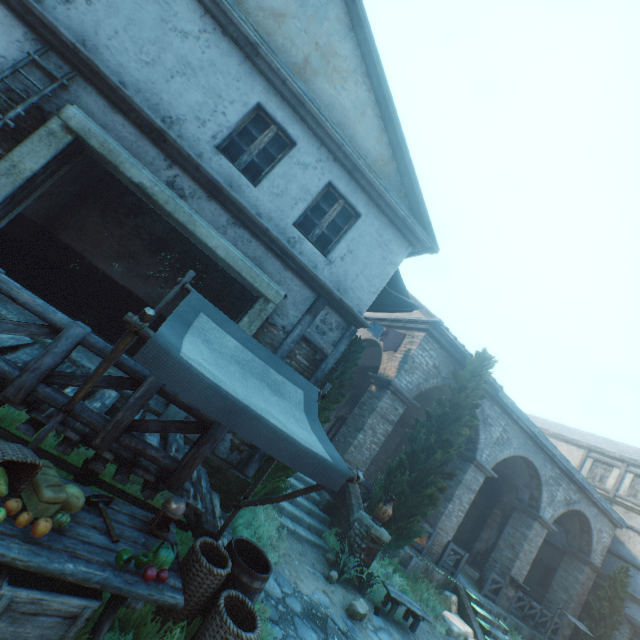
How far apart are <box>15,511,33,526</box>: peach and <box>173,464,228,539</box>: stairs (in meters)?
1.72

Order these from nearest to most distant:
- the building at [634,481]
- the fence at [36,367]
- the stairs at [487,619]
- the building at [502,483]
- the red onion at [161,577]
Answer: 1. the red onion at [161,577]
2. the fence at [36,367]
3. the stairs at [487,619]
4. the building at [502,483]
5. the building at [634,481]

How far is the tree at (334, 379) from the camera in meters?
7.2

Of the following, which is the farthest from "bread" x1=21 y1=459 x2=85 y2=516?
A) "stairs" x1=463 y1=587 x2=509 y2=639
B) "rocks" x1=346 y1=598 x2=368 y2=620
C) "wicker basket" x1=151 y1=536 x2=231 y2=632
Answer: "stairs" x1=463 y1=587 x2=509 y2=639

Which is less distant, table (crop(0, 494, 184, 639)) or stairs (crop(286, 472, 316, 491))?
table (crop(0, 494, 184, 639))

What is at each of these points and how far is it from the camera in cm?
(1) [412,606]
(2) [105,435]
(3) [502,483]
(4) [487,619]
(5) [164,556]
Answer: (1) table, 762
(2) fence, 369
(3) building, 1989
(4) stairs, 1102
(5) cabbage, 302

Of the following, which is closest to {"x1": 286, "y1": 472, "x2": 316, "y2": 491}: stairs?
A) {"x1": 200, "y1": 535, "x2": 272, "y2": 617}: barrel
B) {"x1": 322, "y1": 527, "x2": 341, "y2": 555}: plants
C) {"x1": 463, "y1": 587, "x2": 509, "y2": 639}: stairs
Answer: {"x1": 322, "y1": 527, "x2": 341, "y2": 555}: plants

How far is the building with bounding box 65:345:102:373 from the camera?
5.3m
